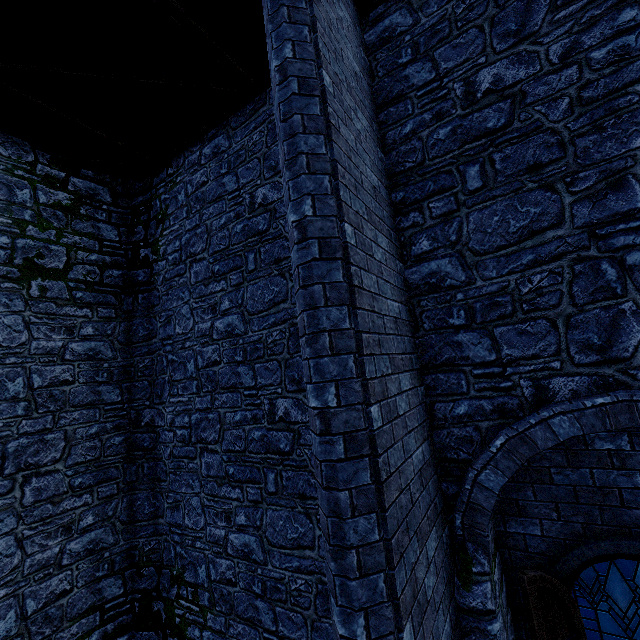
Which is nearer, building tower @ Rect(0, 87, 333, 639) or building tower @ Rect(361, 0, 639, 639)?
building tower @ Rect(361, 0, 639, 639)

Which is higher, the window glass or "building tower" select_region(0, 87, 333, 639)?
"building tower" select_region(0, 87, 333, 639)

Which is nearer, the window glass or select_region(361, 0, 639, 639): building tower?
select_region(361, 0, 639, 639): building tower

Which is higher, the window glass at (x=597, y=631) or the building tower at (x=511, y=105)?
the building tower at (x=511, y=105)

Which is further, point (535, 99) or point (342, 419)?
point (535, 99)
